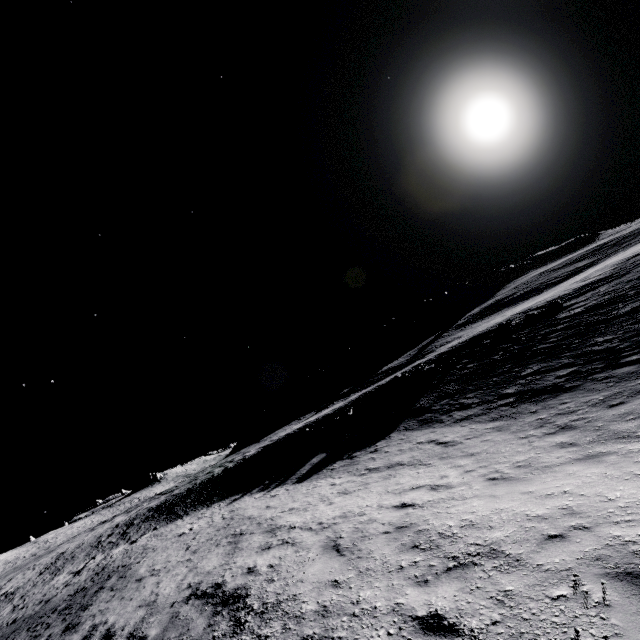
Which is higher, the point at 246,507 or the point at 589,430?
the point at 246,507
